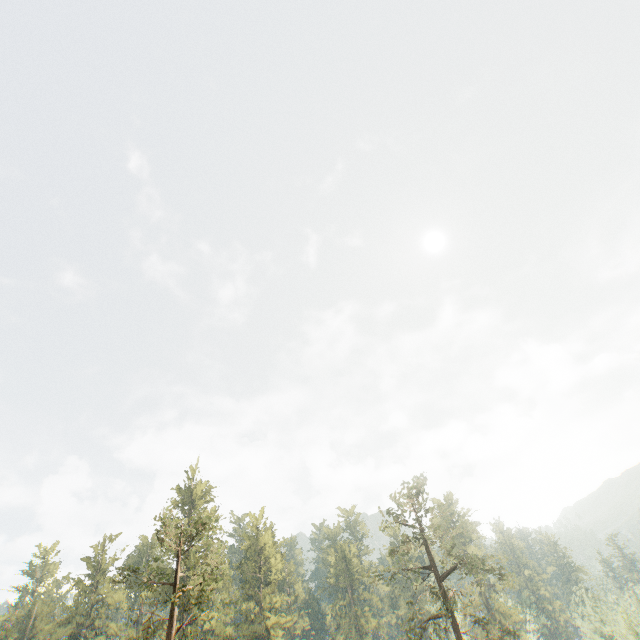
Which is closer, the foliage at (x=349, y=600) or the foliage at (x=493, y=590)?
the foliage at (x=493, y=590)

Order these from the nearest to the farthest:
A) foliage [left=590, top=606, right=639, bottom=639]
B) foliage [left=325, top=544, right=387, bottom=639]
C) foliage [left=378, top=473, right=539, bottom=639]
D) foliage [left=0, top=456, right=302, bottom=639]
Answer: foliage [left=0, top=456, right=302, bottom=639], foliage [left=378, top=473, right=539, bottom=639], foliage [left=590, top=606, right=639, bottom=639], foliage [left=325, top=544, right=387, bottom=639]

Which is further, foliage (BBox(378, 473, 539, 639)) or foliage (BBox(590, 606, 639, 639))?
foliage (BBox(590, 606, 639, 639))

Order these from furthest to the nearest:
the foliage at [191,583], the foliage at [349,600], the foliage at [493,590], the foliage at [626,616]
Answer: the foliage at [349,600], the foliage at [626,616], the foliage at [493,590], the foliage at [191,583]

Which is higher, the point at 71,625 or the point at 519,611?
the point at 71,625
